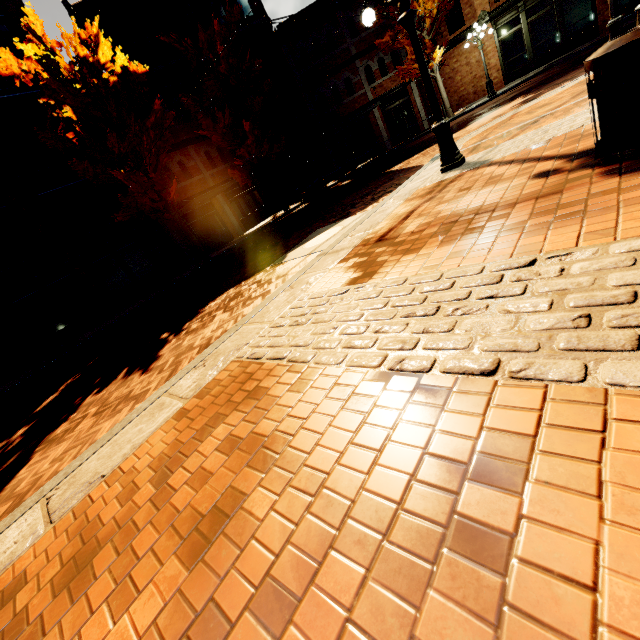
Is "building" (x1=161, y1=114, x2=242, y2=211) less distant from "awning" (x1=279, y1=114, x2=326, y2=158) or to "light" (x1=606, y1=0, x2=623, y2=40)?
"awning" (x1=279, y1=114, x2=326, y2=158)

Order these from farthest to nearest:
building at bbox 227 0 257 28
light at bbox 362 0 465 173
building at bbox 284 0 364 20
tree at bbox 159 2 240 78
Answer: building at bbox 284 0 364 20, building at bbox 227 0 257 28, tree at bbox 159 2 240 78, light at bbox 362 0 465 173

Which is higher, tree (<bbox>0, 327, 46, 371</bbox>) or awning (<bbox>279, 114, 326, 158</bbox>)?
awning (<bbox>279, 114, 326, 158</bbox>)

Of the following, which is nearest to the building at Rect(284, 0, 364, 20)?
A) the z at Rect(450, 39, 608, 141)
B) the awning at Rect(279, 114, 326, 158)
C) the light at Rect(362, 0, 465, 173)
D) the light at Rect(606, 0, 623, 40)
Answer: the awning at Rect(279, 114, 326, 158)

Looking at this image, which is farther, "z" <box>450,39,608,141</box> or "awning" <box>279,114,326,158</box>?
"awning" <box>279,114,326,158</box>

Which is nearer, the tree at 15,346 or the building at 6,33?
the tree at 15,346

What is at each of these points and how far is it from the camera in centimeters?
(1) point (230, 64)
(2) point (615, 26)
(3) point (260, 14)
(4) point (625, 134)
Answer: (1) tree, 1658cm
(2) light, 739cm
(3) building, 2012cm
(4) garbage, 291cm

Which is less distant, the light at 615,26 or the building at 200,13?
the light at 615,26
